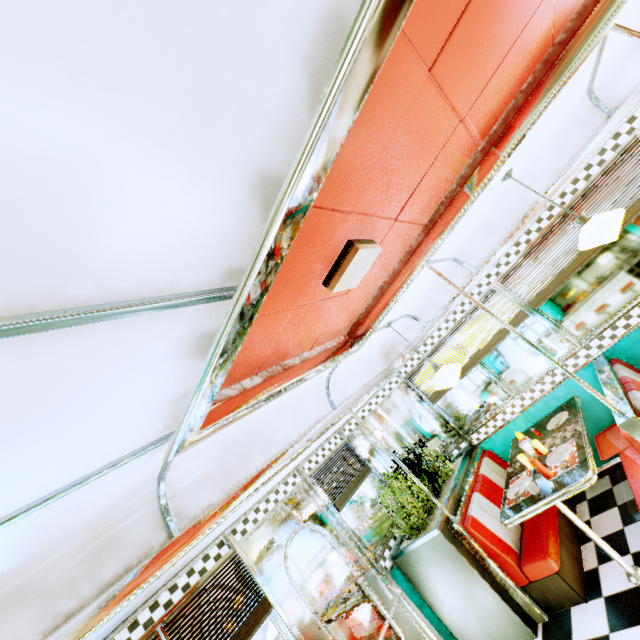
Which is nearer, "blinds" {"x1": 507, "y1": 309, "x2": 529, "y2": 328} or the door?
the door

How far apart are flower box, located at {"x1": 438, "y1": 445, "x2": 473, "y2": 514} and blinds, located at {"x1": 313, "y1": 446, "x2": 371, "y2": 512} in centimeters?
74cm

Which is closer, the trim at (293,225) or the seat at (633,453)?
the trim at (293,225)

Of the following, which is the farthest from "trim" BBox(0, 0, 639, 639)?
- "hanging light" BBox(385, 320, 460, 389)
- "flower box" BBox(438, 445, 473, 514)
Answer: "flower box" BBox(438, 445, 473, 514)

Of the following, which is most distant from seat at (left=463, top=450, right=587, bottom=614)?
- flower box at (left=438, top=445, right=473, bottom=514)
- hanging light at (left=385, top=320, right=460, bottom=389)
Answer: hanging light at (left=385, top=320, right=460, bottom=389)

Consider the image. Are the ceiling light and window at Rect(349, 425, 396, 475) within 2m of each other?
no

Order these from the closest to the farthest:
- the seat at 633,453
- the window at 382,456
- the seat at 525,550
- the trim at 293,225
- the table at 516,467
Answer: the trim at 293,225, the seat at 633,453, the seat at 525,550, the table at 516,467, the window at 382,456

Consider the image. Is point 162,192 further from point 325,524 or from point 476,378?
point 476,378
